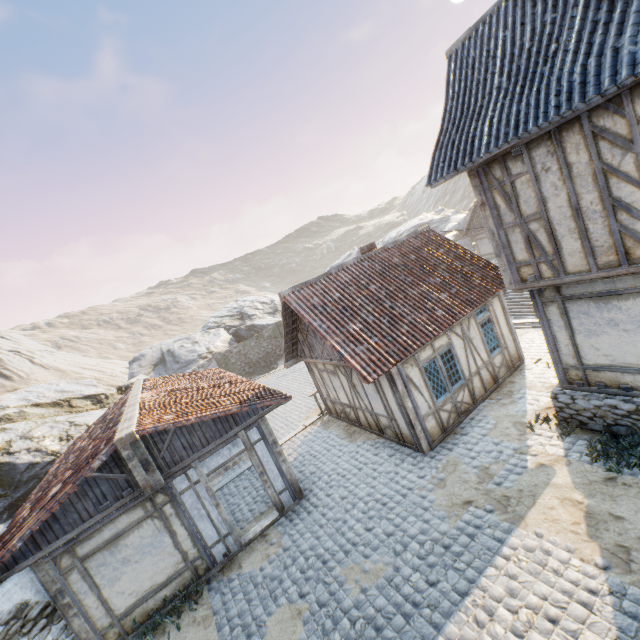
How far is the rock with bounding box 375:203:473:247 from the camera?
43.3 meters

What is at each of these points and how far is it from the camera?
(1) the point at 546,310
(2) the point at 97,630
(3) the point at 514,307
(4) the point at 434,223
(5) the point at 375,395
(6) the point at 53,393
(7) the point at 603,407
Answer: (1) building, 7.70m
(2) building, 7.38m
(3) stairs, 25.34m
(4) rock, 47.56m
(5) building, 10.45m
(6) rock, 21.20m
(7) stone foundation, 7.41m

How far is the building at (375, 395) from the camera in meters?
9.5

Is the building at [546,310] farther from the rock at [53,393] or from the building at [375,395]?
the rock at [53,393]

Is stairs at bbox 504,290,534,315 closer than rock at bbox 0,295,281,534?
No

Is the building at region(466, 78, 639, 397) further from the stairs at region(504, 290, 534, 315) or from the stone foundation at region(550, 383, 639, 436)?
the stairs at region(504, 290, 534, 315)

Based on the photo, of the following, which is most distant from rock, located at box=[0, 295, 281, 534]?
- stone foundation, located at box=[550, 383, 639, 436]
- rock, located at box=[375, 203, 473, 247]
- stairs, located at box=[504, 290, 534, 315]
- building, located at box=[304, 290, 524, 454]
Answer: stairs, located at box=[504, 290, 534, 315]

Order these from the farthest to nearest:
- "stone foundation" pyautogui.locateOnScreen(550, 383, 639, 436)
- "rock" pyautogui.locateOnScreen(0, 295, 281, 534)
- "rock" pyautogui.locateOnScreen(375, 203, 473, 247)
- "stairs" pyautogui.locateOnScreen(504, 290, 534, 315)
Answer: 1. "rock" pyautogui.locateOnScreen(375, 203, 473, 247)
2. "stairs" pyautogui.locateOnScreen(504, 290, 534, 315)
3. "rock" pyautogui.locateOnScreen(0, 295, 281, 534)
4. "stone foundation" pyautogui.locateOnScreen(550, 383, 639, 436)
